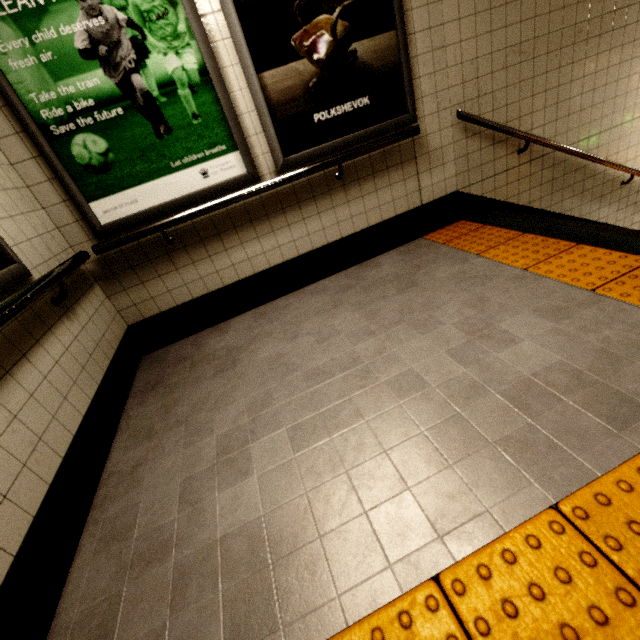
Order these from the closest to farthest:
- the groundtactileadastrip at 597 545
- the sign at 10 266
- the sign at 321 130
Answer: the groundtactileadastrip at 597 545 < the sign at 10 266 < the sign at 321 130

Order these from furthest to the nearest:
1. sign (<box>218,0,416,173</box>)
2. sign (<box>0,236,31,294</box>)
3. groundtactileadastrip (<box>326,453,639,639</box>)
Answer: sign (<box>218,0,416,173</box>) → sign (<box>0,236,31,294</box>) → groundtactileadastrip (<box>326,453,639,639</box>)

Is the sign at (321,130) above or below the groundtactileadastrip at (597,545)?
above

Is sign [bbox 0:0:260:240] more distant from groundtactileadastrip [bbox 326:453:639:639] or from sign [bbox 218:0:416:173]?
groundtactileadastrip [bbox 326:453:639:639]

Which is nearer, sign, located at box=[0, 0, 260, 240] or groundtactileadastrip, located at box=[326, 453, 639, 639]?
groundtactileadastrip, located at box=[326, 453, 639, 639]

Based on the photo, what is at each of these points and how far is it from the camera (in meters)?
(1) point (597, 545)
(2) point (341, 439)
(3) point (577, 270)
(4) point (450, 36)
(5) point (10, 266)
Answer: (1) groundtactileadastrip, 0.95
(2) building, 1.54
(3) groundtactileadastrip, 2.09
(4) stairs, 2.59
(5) sign, 1.61

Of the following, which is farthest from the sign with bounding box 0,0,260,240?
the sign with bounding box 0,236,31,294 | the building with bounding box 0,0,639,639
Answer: the sign with bounding box 0,236,31,294

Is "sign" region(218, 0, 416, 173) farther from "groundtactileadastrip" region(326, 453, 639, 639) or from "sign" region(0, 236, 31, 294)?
"sign" region(0, 236, 31, 294)
